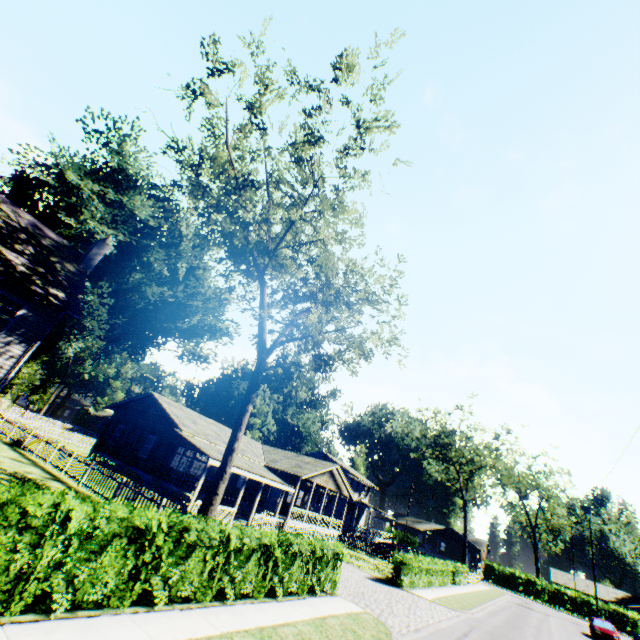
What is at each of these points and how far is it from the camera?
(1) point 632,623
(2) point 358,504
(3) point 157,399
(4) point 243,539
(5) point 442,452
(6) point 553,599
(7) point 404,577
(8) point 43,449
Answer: (1) hedge, 46.00m
(2) house, 42.12m
(3) flat, 26.45m
(4) hedge, 9.58m
(5) tree, 48.91m
(6) hedge, 51.06m
(7) hedge, 20.69m
(8) fence, 21.31m

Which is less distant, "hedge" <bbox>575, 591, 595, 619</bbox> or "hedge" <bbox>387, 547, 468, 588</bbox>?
"hedge" <bbox>387, 547, 468, 588</bbox>

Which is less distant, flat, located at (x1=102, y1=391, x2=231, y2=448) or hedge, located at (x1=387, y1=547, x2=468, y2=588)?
hedge, located at (x1=387, y1=547, x2=468, y2=588)

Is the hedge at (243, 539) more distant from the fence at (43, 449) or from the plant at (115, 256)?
the plant at (115, 256)

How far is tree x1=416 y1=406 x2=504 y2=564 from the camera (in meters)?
45.39

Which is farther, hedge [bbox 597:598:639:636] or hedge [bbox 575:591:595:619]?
hedge [bbox 575:591:595:619]

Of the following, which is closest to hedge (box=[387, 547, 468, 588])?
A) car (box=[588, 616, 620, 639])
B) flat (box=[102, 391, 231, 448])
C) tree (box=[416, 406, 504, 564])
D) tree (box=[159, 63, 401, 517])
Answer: flat (box=[102, 391, 231, 448])

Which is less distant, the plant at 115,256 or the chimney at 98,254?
the chimney at 98,254
